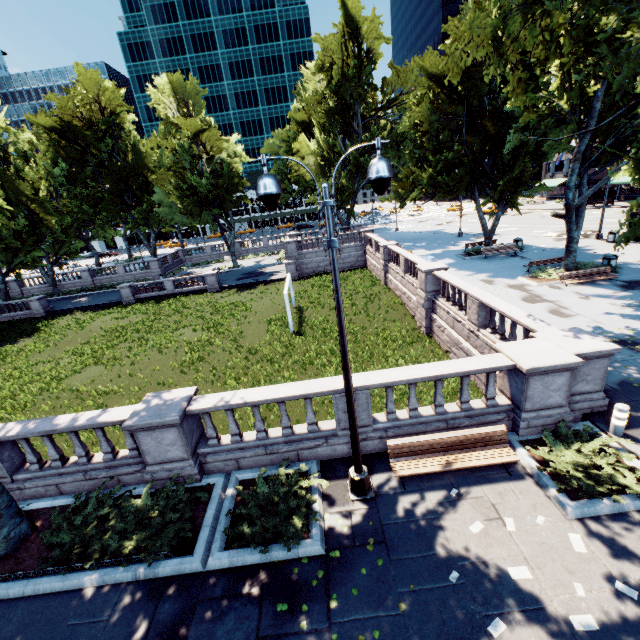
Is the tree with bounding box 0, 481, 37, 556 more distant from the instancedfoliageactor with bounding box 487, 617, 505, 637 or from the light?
the instancedfoliageactor with bounding box 487, 617, 505, 637

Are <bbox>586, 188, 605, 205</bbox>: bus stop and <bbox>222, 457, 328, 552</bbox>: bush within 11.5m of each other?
no

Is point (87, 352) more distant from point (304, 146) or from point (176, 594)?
point (304, 146)

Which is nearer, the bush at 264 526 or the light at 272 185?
the light at 272 185

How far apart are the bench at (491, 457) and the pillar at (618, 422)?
2.8m

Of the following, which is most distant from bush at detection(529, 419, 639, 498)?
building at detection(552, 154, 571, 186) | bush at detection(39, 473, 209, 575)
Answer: building at detection(552, 154, 571, 186)

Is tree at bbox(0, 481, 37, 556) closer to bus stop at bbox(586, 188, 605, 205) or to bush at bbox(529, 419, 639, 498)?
bus stop at bbox(586, 188, 605, 205)

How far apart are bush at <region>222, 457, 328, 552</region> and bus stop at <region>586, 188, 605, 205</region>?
58.2 meters
